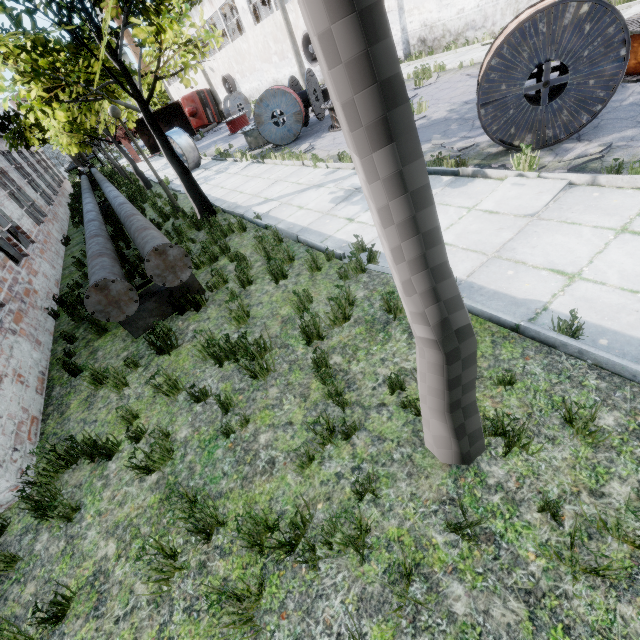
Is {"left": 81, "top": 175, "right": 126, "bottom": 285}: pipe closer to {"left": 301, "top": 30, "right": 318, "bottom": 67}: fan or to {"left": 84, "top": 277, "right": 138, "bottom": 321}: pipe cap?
{"left": 84, "top": 277, "right": 138, "bottom": 321}: pipe cap

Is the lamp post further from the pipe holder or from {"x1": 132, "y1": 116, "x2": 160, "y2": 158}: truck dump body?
{"x1": 132, "y1": 116, "x2": 160, "y2": 158}: truck dump body

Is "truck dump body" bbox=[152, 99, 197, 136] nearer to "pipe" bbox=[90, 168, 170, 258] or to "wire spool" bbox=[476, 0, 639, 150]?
"pipe" bbox=[90, 168, 170, 258]

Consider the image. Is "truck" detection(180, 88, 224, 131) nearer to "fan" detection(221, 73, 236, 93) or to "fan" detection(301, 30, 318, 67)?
"fan" detection(221, 73, 236, 93)

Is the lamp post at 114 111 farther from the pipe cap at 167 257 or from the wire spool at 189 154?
the wire spool at 189 154

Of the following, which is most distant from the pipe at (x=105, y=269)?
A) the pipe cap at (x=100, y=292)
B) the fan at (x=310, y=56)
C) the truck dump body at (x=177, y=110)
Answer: the fan at (x=310, y=56)

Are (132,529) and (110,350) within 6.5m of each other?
yes

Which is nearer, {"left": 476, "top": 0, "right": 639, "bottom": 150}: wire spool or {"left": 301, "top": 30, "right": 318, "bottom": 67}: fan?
{"left": 476, "top": 0, "right": 639, "bottom": 150}: wire spool
